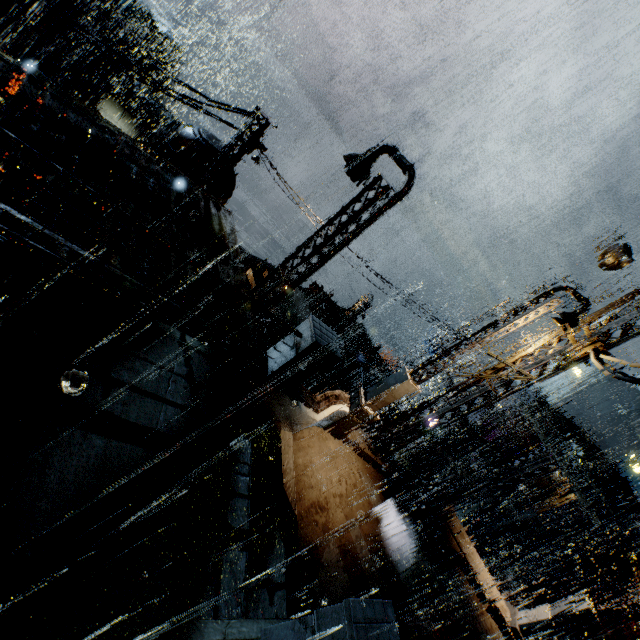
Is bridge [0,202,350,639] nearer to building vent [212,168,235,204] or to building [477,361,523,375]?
building [477,361,523,375]

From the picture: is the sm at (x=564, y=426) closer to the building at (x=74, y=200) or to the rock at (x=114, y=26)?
the building at (x=74, y=200)

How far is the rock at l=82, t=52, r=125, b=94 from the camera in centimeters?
4631cm

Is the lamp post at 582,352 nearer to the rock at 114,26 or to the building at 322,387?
the building at 322,387

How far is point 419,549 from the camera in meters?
11.0 m

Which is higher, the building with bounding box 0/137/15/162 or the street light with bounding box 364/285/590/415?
the street light with bounding box 364/285/590/415

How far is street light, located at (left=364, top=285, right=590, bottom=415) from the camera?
7.6 meters

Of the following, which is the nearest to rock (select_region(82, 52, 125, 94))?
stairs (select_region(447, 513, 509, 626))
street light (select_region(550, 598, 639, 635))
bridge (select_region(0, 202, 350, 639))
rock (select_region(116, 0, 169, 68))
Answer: rock (select_region(116, 0, 169, 68))
